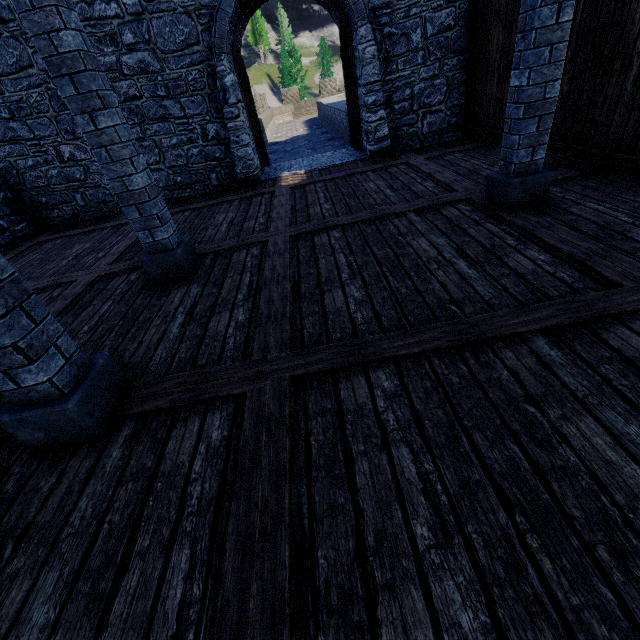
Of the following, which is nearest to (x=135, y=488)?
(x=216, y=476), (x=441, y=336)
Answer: (x=216, y=476)

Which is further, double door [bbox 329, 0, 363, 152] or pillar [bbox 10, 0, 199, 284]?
double door [bbox 329, 0, 363, 152]

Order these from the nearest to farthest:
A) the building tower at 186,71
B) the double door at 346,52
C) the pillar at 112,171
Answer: the pillar at 112,171 < the building tower at 186,71 < the double door at 346,52

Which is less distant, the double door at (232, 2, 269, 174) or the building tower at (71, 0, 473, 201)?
the building tower at (71, 0, 473, 201)

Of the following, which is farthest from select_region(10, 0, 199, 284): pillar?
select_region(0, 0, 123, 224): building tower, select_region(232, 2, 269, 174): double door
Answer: select_region(232, 2, 269, 174): double door

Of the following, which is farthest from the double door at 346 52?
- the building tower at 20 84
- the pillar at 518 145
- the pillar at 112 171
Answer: the pillar at 112 171

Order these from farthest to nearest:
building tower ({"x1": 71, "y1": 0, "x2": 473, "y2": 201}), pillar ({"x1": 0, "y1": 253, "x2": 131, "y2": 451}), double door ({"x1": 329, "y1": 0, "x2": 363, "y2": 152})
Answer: double door ({"x1": 329, "y1": 0, "x2": 363, "y2": 152}) < building tower ({"x1": 71, "y1": 0, "x2": 473, "y2": 201}) < pillar ({"x1": 0, "y1": 253, "x2": 131, "y2": 451})

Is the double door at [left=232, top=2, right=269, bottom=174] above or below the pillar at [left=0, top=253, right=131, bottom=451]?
above
